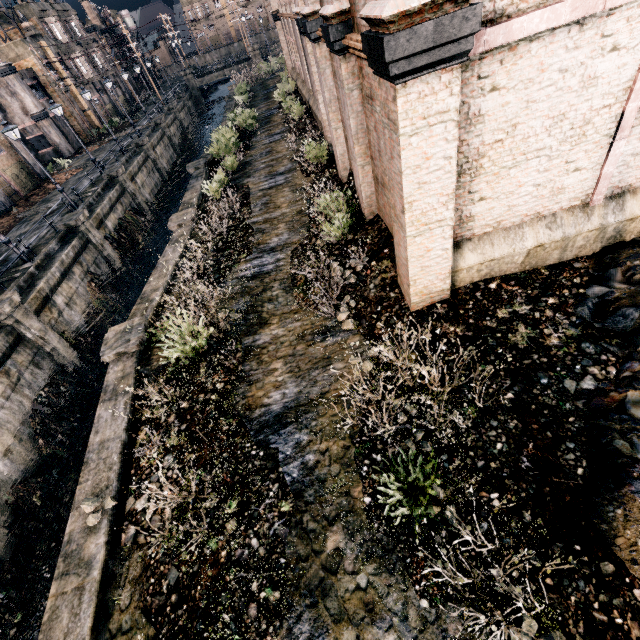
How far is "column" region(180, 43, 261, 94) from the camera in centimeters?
5723cm

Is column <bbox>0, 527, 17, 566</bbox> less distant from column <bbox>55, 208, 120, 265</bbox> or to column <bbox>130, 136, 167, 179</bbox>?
column <bbox>55, 208, 120, 265</bbox>

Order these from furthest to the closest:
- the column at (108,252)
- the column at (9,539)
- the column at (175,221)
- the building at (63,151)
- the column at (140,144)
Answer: the building at (63,151) < the column at (140,144) < the column at (108,252) < the column at (175,221) < the column at (9,539)

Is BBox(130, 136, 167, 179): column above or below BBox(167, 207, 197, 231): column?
above

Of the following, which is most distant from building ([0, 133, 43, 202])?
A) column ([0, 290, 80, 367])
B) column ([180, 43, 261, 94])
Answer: column ([180, 43, 261, 94])

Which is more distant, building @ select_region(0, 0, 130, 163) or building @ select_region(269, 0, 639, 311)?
building @ select_region(0, 0, 130, 163)

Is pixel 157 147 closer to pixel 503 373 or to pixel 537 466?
pixel 503 373

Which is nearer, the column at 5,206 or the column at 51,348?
the column at 51,348
